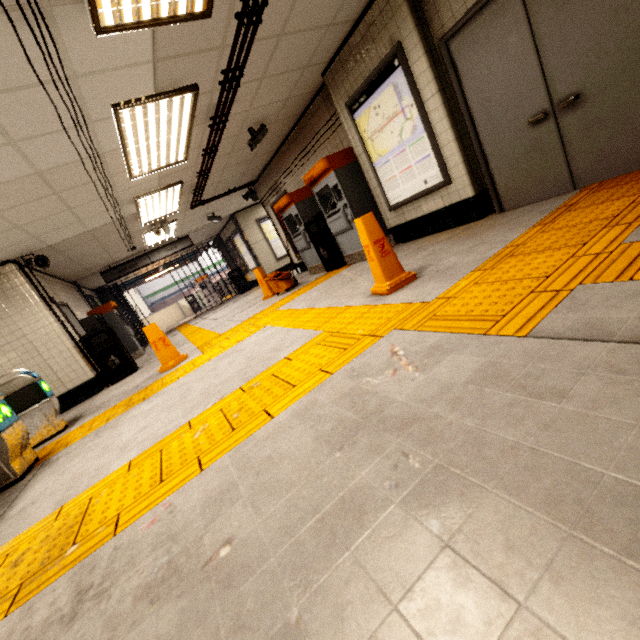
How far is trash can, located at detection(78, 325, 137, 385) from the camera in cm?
661

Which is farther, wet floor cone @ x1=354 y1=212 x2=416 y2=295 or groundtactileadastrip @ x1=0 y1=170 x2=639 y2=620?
wet floor cone @ x1=354 y1=212 x2=416 y2=295

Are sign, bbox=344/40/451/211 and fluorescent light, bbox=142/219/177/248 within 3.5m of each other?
no

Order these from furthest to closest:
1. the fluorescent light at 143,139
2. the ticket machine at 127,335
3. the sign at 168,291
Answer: the sign at 168,291, the ticket machine at 127,335, the fluorescent light at 143,139

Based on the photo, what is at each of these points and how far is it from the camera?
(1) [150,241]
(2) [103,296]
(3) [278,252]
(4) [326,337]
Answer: (1) fluorescent light, 9.9 meters
(2) concrete pillar, 13.4 meters
(3) sign, 13.0 meters
(4) groundtactileadastrip, 2.8 meters

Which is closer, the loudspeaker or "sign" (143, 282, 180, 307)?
the loudspeaker

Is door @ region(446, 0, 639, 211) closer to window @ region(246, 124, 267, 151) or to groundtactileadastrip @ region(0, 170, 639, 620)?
groundtactileadastrip @ region(0, 170, 639, 620)

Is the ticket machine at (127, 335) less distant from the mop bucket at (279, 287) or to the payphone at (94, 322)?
the payphone at (94, 322)
